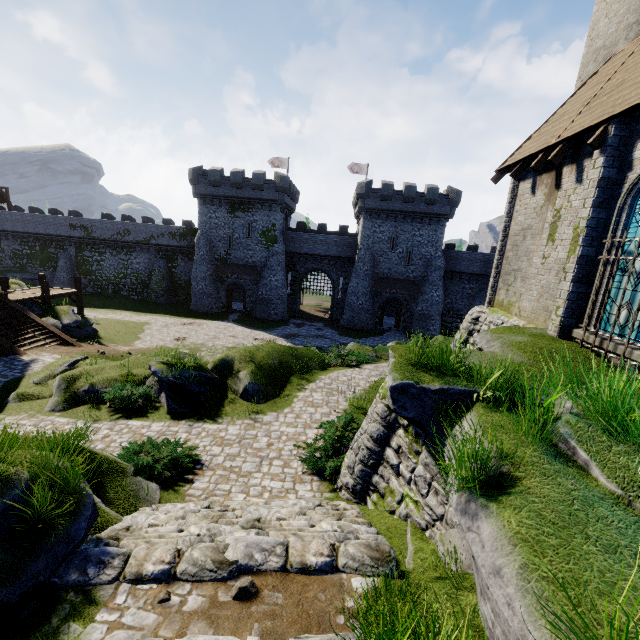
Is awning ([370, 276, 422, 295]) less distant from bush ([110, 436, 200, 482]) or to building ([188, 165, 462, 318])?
building ([188, 165, 462, 318])

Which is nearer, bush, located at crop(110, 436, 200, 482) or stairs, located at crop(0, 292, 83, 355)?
bush, located at crop(110, 436, 200, 482)

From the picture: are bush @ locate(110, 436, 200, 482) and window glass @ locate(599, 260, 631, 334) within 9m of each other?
no

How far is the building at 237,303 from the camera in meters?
45.6

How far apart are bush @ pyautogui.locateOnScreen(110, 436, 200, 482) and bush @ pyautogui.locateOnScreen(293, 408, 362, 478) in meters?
3.0

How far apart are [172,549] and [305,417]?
7.6 meters

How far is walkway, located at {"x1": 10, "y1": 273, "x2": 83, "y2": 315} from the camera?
A: 23.0 meters

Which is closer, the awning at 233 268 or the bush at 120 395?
the bush at 120 395
